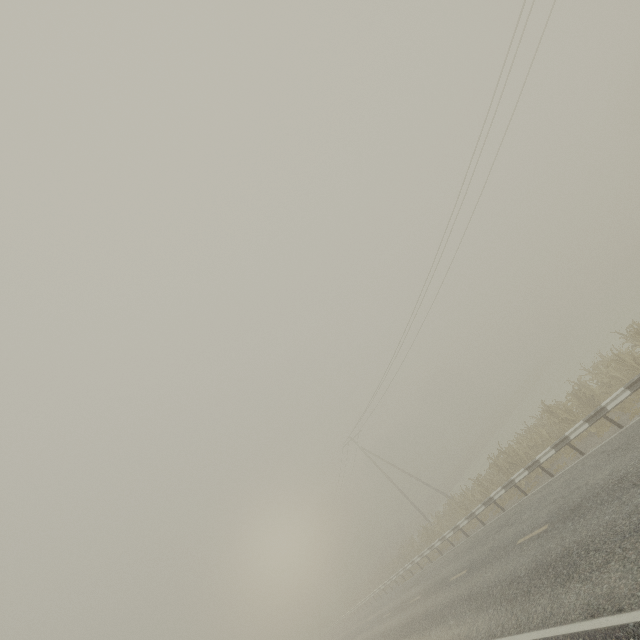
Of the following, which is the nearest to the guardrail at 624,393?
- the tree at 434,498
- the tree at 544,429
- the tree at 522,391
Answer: the tree at 544,429

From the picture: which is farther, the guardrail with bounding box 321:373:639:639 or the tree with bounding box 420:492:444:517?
the tree with bounding box 420:492:444:517

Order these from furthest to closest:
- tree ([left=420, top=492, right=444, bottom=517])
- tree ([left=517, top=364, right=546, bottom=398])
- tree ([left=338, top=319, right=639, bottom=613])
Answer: tree ([left=517, top=364, right=546, bottom=398])
tree ([left=420, top=492, right=444, bottom=517])
tree ([left=338, top=319, right=639, bottom=613])

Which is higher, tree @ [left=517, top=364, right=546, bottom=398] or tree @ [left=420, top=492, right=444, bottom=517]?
tree @ [left=420, top=492, right=444, bottom=517]

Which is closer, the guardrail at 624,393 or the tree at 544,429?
the guardrail at 624,393

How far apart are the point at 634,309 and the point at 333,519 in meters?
51.2 m

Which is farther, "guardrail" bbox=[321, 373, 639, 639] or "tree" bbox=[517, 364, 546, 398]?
"tree" bbox=[517, 364, 546, 398]

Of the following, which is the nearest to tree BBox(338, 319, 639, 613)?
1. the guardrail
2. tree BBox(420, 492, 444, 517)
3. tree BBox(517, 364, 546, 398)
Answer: the guardrail
